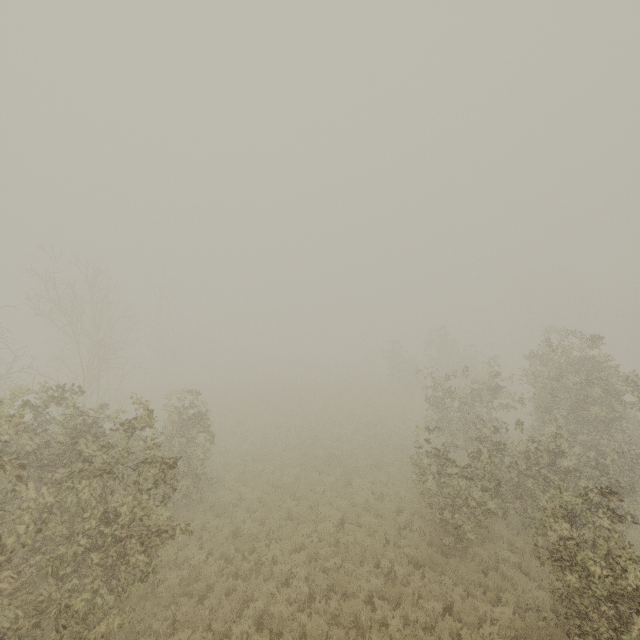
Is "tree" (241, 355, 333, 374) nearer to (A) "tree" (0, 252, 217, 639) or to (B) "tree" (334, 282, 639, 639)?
(A) "tree" (0, 252, 217, 639)

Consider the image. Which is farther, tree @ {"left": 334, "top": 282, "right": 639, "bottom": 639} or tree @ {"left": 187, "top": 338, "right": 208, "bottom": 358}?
tree @ {"left": 187, "top": 338, "right": 208, "bottom": 358}

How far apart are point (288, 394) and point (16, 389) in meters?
26.4

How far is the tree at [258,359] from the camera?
48.97m

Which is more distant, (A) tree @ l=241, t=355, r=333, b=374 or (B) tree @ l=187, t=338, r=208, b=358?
(A) tree @ l=241, t=355, r=333, b=374

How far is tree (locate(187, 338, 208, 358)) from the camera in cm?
4291

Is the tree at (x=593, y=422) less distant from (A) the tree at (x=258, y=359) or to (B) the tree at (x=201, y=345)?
(B) the tree at (x=201, y=345)
